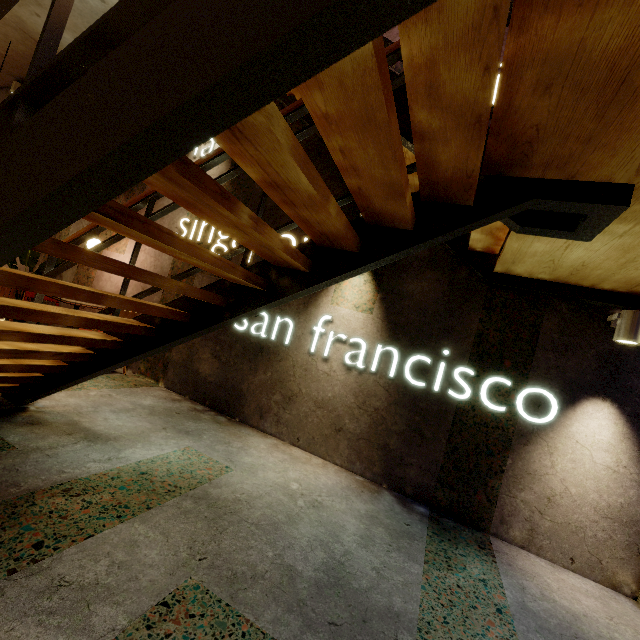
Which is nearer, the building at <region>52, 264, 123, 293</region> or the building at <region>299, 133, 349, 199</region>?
the building at <region>299, 133, 349, 199</region>

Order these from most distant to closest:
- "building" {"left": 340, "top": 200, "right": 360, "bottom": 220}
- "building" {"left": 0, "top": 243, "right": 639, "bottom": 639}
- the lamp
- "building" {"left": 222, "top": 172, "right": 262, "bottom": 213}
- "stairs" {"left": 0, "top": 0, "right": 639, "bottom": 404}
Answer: "building" {"left": 222, "top": 172, "right": 262, "bottom": 213} → "building" {"left": 340, "top": 200, "right": 360, "bottom": 220} → the lamp → "building" {"left": 0, "top": 243, "right": 639, "bottom": 639} → "stairs" {"left": 0, "top": 0, "right": 639, "bottom": 404}

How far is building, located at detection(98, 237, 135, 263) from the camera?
4.90m

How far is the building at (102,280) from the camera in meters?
4.9 m

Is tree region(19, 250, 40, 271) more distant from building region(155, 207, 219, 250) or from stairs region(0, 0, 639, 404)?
stairs region(0, 0, 639, 404)

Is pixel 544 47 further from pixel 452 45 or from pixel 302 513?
pixel 302 513

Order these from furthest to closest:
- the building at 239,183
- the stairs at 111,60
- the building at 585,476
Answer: the building at 239,183 → the building at 585,476 → the stairs at 111,60
